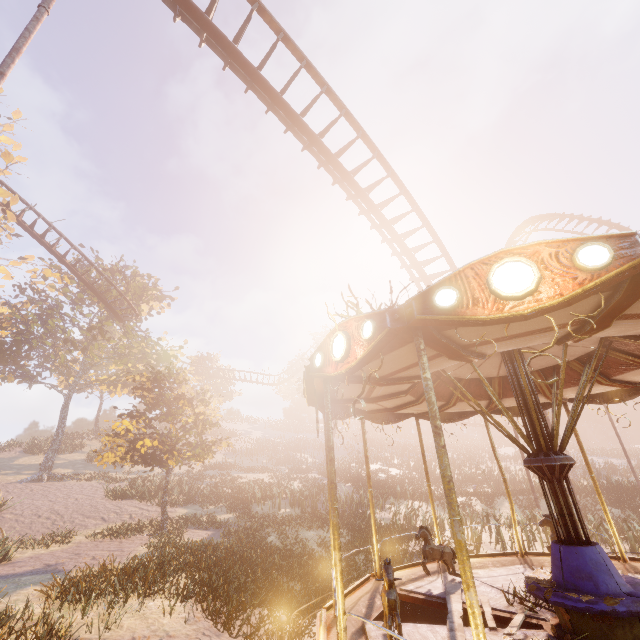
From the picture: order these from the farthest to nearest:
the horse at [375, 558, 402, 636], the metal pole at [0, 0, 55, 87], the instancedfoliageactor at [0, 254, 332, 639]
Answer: the instancedfoliageactor at [0, 254, 332, 639] < the metal pole at [0, 0, 55, 87] < the horse at [375, 558, 402, 636]

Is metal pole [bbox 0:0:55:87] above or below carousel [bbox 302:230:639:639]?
above

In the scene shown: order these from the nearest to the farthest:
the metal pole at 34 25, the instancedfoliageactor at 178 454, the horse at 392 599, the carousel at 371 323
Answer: the carousel at 371 323
the horse at 392 599
the metal pole at 34 25
the instancedfoliageactor at 178 454

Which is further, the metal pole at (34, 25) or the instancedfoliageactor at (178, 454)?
the instancedfoliageactor at (178, 454)

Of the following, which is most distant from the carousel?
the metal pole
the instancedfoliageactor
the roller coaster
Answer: the roller coaster

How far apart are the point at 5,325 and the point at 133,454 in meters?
21.9 m

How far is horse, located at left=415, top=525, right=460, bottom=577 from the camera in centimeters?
651cm

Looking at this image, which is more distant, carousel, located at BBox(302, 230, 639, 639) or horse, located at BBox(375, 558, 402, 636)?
horse, located at BBox(375, 558, 402, 636)
